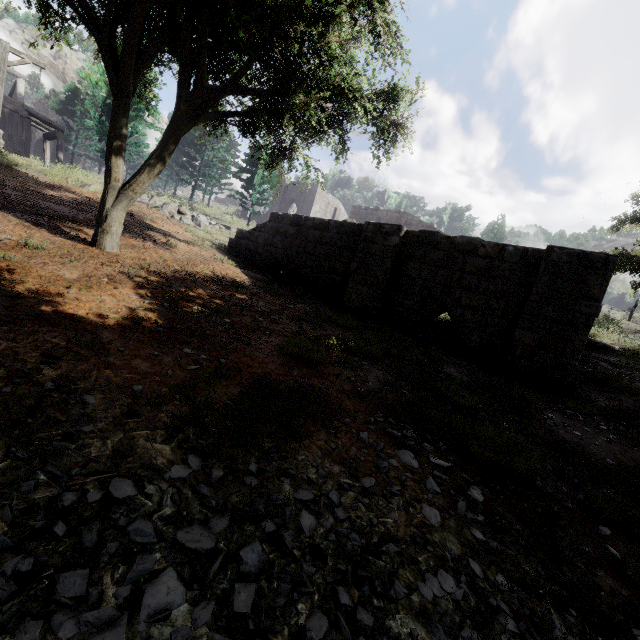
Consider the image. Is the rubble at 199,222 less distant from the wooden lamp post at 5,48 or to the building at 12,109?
the building at 12,109

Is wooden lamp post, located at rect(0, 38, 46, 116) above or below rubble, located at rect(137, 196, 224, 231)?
above

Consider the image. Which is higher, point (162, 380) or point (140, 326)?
point (140, 326)

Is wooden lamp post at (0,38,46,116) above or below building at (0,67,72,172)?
above

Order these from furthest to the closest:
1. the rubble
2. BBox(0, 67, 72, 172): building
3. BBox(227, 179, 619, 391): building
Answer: BBox(0, 67, 72, 172): building
the rubble
BBox(227, 179, 619, 391): building

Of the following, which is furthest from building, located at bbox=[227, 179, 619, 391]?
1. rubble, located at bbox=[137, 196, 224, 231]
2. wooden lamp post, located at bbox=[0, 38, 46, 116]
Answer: rubble, located at bbox=[137, 196, 224, 231]

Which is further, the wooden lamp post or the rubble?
the rubble
